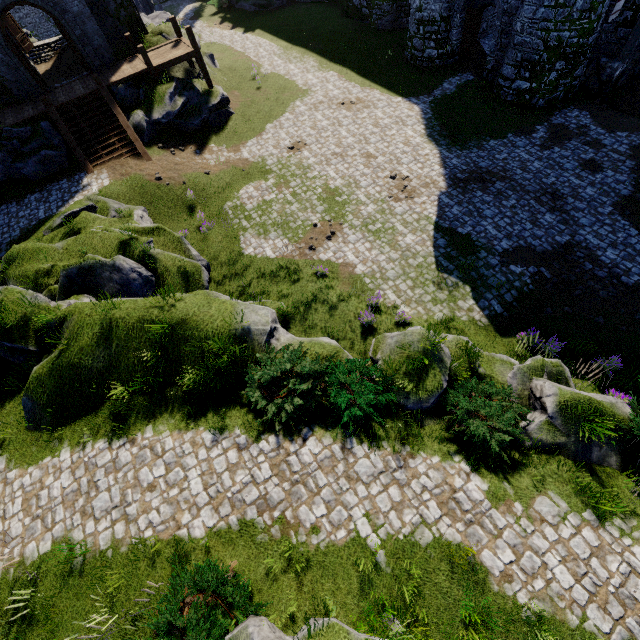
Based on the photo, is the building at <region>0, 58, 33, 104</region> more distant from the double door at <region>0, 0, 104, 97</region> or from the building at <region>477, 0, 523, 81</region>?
the building at <region>477, 0, 523, 81</region>

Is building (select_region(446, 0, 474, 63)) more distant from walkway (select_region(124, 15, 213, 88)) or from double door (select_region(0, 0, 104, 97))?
double door (select_region(0, 0, 104, 97))

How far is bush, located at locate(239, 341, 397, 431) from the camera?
8.2 meters

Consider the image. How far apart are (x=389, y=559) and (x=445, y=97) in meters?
24.7

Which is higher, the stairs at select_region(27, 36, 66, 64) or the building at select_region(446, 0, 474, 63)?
the stairs at select_region(27, 36, 66, 64)

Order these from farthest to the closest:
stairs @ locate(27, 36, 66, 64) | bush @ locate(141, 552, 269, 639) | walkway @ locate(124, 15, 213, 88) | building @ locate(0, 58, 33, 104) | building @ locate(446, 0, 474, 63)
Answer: stairs @ locate(27, 36, 66, 64), building @ locate(446, 0, 474, 63), walkway @ locate(124, 15, 213, 88), building @ locate(0, 58, 33, 104), bush @ locate(141, 552, 269, 639)

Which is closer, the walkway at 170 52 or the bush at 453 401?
the bush at 453 401

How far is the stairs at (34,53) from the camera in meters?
25.0
